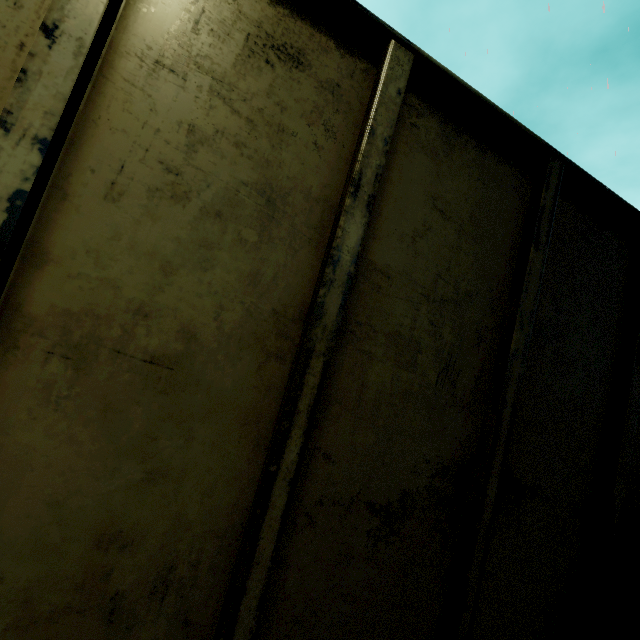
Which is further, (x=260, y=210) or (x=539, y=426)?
(x=539, y=426)
